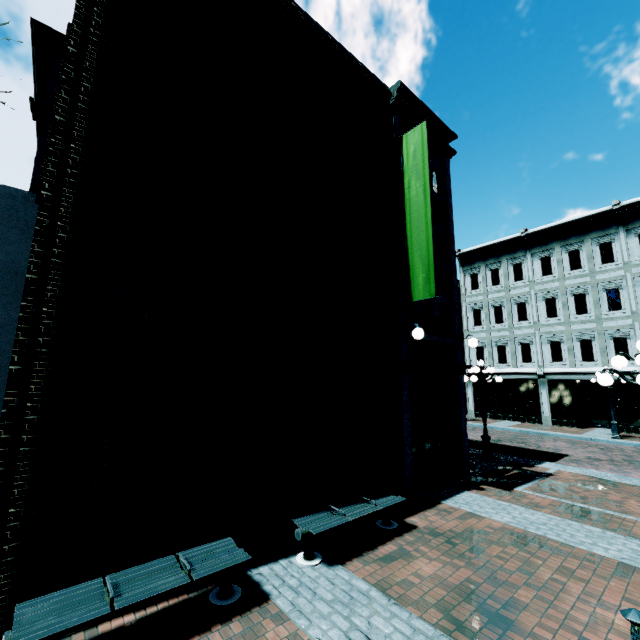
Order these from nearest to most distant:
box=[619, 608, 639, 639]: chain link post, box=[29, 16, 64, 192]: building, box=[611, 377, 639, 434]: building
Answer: box=[619, 608, 639, 639]: chain link post
box=[29, 16, 64, 192]: building
box=[611, 377, 639, 434]: building

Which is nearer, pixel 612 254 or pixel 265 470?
pixel 265 470

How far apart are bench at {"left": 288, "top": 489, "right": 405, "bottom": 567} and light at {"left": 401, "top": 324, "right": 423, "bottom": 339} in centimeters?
365cm

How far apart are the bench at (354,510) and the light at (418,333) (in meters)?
3.65

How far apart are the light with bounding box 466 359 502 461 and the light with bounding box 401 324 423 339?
4.98m

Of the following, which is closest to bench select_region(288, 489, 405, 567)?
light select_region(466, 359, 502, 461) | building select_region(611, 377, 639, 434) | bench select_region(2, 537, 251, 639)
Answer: bench select_region(2, 537, 251, 639)

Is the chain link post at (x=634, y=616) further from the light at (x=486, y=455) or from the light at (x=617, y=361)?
the light at (x=486, y=455)

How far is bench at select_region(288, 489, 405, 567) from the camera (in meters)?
5.16
